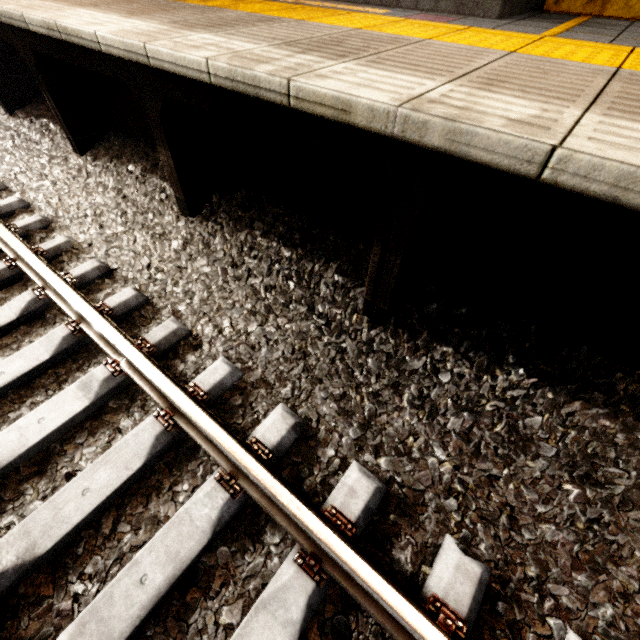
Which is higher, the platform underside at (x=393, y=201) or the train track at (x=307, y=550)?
the platform underside at (x=393, y=201)

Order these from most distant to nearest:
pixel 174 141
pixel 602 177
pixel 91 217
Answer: pixel 91 217, pixel 174 141, pixel 602 177

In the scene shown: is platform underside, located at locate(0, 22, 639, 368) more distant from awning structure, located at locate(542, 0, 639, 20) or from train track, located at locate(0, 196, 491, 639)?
awning structure, located at locate(542, 0, 639, 20)

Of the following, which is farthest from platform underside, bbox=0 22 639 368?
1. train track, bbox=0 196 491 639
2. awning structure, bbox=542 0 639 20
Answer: awning structure, bbox=542 0 639 20

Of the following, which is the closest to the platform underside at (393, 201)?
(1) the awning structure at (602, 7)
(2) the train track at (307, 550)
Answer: (2) the train track at (307, 550)
